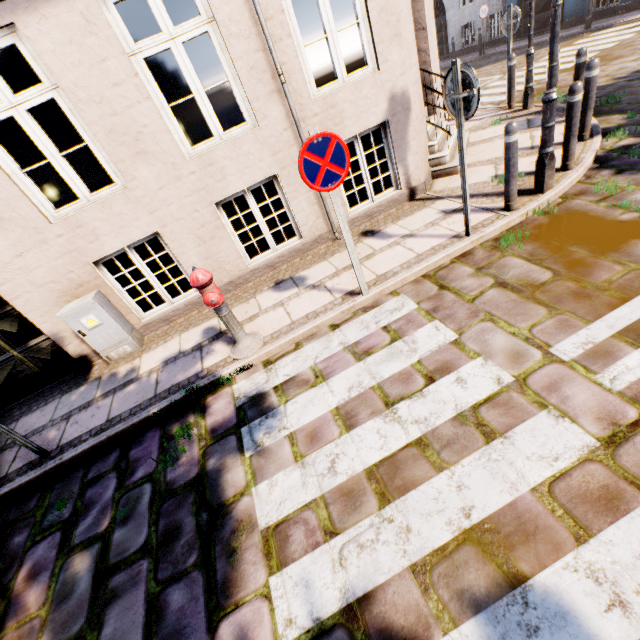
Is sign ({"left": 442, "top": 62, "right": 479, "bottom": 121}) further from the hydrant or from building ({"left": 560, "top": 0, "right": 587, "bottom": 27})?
the hydrant

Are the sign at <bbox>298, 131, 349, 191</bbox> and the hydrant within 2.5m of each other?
yes

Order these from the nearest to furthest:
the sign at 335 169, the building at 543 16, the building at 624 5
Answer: the sign at 335 169 < the building at 624 5 < the building at 543 16

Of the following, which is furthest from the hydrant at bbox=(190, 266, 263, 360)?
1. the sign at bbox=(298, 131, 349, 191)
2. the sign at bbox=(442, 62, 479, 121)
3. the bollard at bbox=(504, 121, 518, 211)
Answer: the bollard at bbox=(504, 121, 518, 211)

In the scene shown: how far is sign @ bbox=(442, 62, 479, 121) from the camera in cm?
320

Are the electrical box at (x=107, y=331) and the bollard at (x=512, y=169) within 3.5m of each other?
no

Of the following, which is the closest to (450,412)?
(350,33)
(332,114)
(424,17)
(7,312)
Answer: (332,114)

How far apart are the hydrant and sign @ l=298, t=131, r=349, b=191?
1.41m
